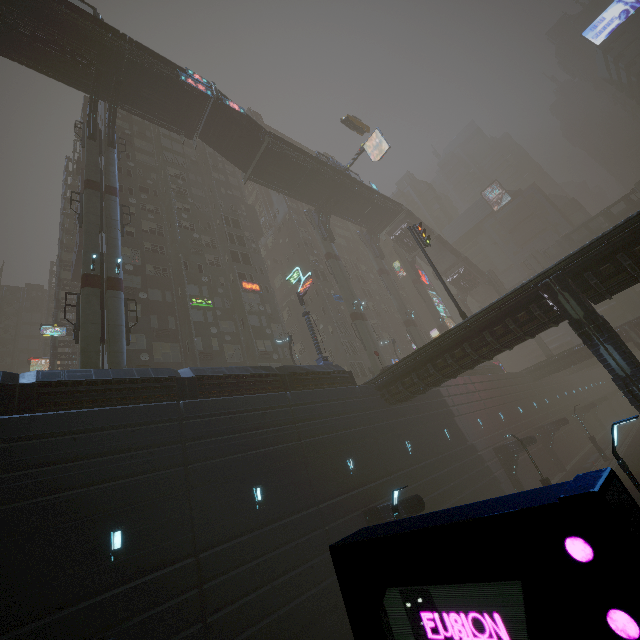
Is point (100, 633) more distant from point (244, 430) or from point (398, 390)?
point (398, 390)

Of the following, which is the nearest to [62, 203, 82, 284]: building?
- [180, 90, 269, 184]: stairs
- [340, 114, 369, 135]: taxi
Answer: [180, 90, 269, 184]: stairs

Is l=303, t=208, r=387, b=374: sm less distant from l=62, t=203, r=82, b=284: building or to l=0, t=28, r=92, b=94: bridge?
l=62, t=203, r=82, b=284: building

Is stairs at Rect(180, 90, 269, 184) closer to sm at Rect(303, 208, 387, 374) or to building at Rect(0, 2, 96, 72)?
building at Rect(0, 2, 96, 72)

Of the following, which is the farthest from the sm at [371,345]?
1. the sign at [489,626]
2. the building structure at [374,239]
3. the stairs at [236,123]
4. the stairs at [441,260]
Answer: Answer: the sign at [489,626]

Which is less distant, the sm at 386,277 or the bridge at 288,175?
the bridge at 288,175

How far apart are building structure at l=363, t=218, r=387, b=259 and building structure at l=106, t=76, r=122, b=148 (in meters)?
32.98

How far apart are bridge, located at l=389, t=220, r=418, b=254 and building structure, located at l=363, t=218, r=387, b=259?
3.56m
